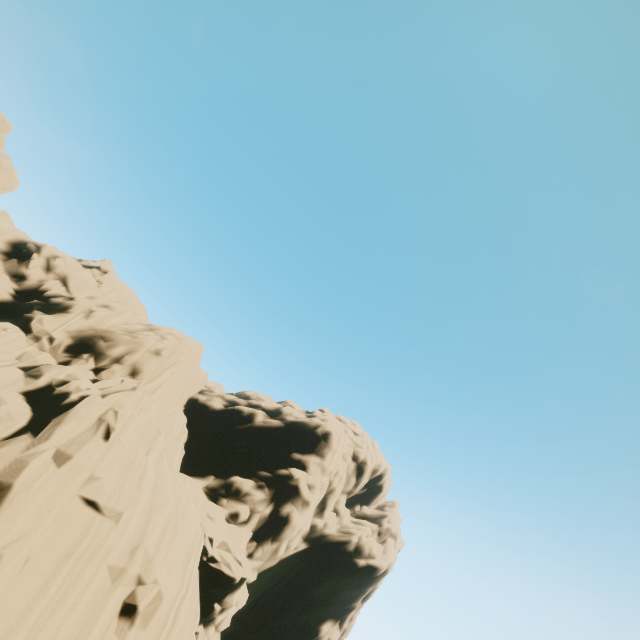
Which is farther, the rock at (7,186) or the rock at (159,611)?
the rock at (7,186)

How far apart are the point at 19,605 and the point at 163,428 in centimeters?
1245cm

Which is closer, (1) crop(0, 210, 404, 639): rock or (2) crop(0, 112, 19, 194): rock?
(1) crop(0, 210, 404, 639): rock

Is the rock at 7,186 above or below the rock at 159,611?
above

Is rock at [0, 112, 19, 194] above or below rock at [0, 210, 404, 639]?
above
